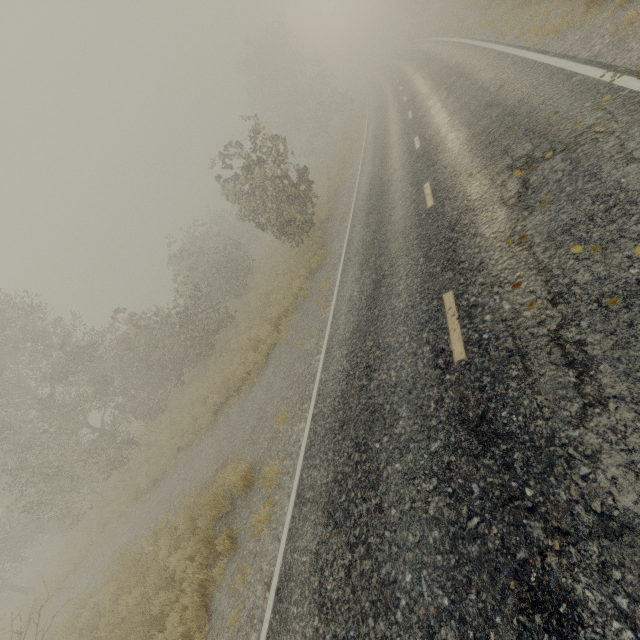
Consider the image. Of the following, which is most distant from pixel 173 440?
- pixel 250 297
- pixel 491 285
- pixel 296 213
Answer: pixel 491 285

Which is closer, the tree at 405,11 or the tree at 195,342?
the tree at 195,342

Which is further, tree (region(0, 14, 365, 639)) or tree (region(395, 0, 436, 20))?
tree (region(395, 0, 436, 20))
